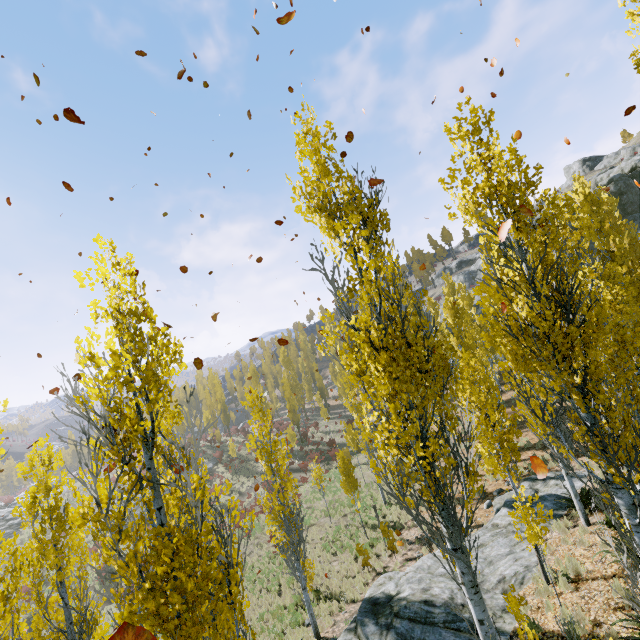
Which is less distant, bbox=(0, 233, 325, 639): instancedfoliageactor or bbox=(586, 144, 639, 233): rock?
bbox=(0, 233, 325, 639): instancedfoliageactor

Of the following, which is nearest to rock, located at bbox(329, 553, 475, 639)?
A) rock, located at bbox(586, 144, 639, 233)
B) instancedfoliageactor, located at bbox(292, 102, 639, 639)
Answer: instancedfoliageactor, located at bbox(292, 102, 639, 639)

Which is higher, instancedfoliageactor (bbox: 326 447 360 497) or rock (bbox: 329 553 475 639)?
instancedfoliageactor (bbox: 326 447 360 497)

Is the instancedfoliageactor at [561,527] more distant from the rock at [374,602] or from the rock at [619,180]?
the rock at [619,180]

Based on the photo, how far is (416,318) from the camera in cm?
2631

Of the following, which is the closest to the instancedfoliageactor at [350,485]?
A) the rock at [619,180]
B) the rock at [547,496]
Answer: the rock at [547,496]

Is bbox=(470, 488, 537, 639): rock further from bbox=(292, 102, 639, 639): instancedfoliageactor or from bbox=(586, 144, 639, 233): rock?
bbox=(586, 144, 639, 233): rock
